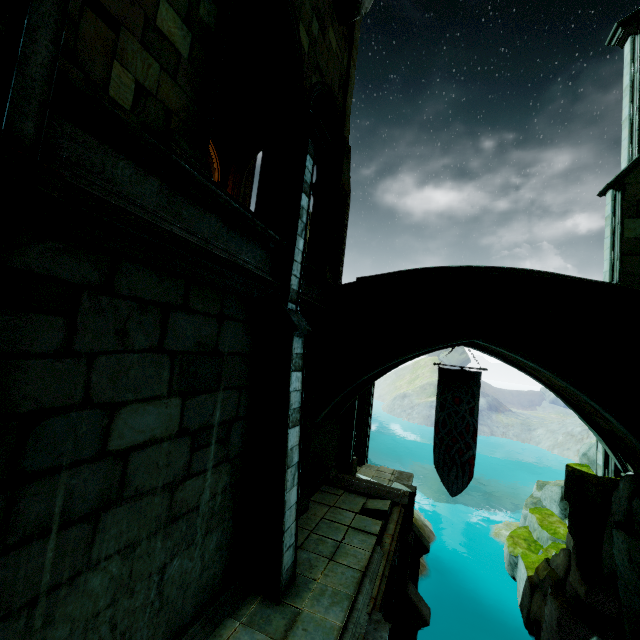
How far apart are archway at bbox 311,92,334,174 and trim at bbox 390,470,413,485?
13.13m

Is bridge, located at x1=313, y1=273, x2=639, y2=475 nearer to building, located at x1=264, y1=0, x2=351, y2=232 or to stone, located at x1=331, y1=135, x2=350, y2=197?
building, located at x1=264, y1=0, x2=351, y2=232

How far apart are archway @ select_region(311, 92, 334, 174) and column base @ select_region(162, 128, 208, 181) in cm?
425

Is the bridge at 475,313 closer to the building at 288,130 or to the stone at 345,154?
the building at 288,130

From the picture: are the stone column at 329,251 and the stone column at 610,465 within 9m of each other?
no

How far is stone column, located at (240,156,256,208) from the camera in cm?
1223

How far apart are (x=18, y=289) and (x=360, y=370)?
8.49m

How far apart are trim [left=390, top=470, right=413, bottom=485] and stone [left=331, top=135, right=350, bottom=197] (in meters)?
12.33
